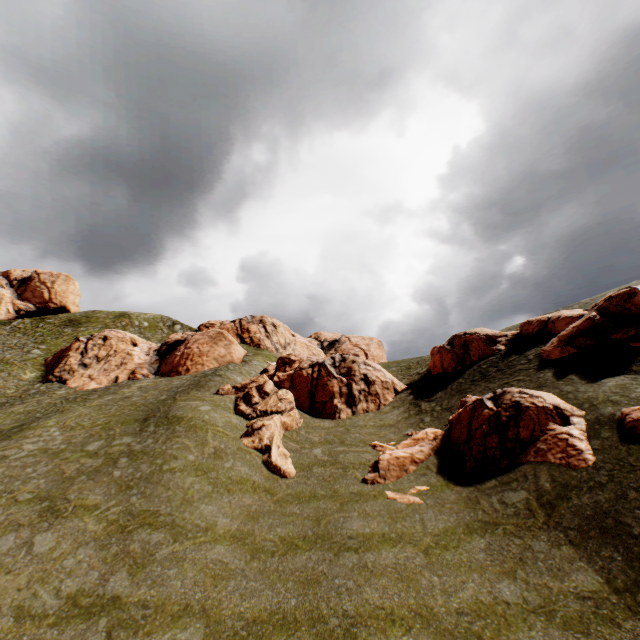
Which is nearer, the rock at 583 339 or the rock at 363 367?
the rock at 583 339

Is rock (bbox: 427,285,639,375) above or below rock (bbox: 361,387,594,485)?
above

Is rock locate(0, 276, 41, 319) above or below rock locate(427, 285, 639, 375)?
above

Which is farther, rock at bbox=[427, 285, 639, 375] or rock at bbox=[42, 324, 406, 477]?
rock at bbox=[42, 324, 406, 477]

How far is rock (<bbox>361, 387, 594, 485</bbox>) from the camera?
13.1 meters

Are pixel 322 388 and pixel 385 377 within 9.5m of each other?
yes

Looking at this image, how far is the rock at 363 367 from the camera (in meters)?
22.61
